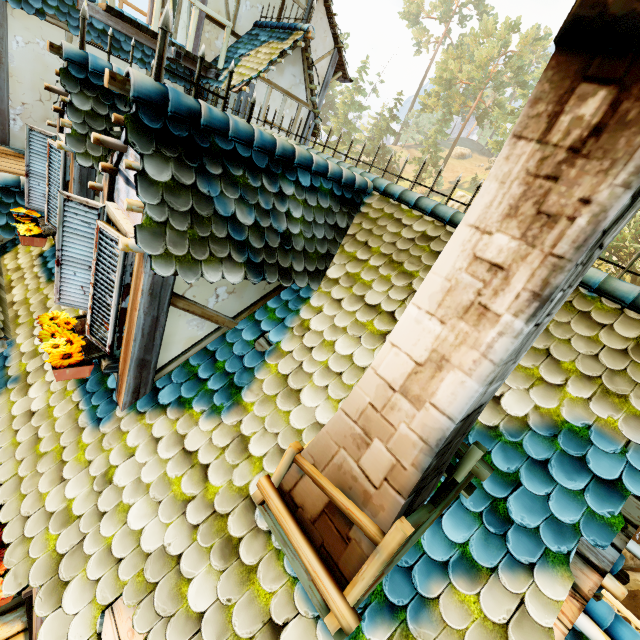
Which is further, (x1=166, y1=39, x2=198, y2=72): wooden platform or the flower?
(x1=166, y1=39, x2=198, y2=72): wooden platform

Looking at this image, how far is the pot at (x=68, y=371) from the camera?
2.8 meters

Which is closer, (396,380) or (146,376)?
(396,380)

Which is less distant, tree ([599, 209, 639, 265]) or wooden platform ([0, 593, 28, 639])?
wooden platform ([0, 593, 28, 639])

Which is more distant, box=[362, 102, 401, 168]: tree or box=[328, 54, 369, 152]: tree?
box=[328, 54, 369, 152]: tree

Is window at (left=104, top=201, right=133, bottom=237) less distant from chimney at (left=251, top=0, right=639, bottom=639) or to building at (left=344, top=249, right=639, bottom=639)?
building at (left=344, top=249, right=639, bottom=639)

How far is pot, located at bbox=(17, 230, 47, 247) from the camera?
4.3m

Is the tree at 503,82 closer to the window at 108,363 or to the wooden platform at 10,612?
the wooden platform at 10,612
